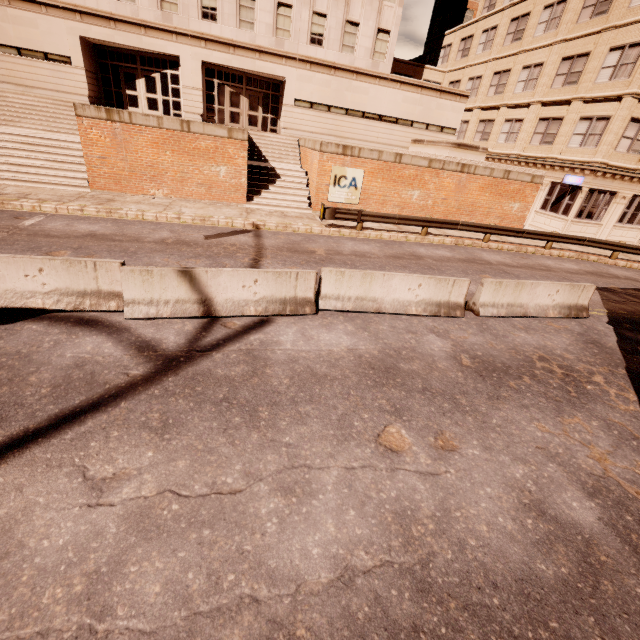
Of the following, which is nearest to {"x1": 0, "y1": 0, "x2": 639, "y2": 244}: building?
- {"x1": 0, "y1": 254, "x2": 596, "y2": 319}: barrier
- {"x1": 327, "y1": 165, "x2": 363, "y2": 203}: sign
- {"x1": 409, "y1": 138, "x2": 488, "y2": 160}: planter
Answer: {"x1": 409, "y1": 138, "x2": 488, "y2": 160}: planter

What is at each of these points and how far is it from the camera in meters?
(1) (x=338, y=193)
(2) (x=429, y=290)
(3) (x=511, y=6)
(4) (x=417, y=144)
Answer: (1) sign, 17.1
(2) barrier, 8.3
(3) building, 26.0
(4) planter, 21.5

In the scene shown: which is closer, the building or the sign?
the sign

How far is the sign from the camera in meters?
16.6 m

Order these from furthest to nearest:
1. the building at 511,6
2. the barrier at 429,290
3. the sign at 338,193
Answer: the building at 511,6 < the sign at 338,193 < the barrier at 429,290

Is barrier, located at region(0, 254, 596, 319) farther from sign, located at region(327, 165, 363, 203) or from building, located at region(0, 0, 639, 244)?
building, located at region(0, 0, 639, 244)

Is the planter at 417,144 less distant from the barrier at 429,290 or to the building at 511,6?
the building at 511,6

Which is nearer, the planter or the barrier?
the barrier
